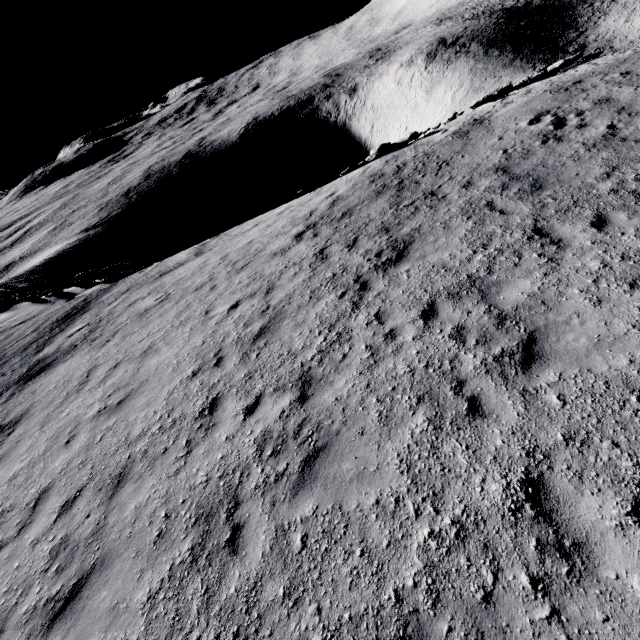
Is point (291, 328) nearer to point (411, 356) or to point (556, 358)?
point (411, 356)

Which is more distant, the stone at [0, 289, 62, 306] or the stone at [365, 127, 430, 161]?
the stone at [0, 289, 62, 306]

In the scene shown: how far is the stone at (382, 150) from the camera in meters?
16.7 m

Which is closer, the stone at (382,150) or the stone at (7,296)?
the stone at (382,150)

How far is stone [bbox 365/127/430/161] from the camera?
16.69m
